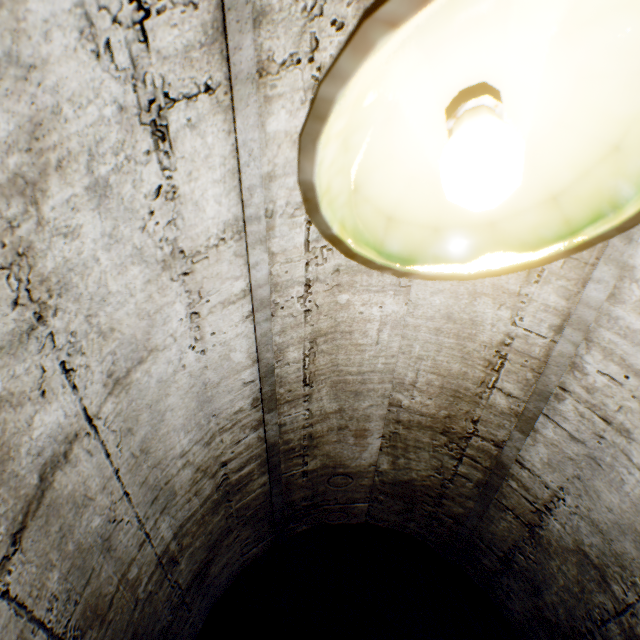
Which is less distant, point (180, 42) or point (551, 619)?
point (180, 42)
